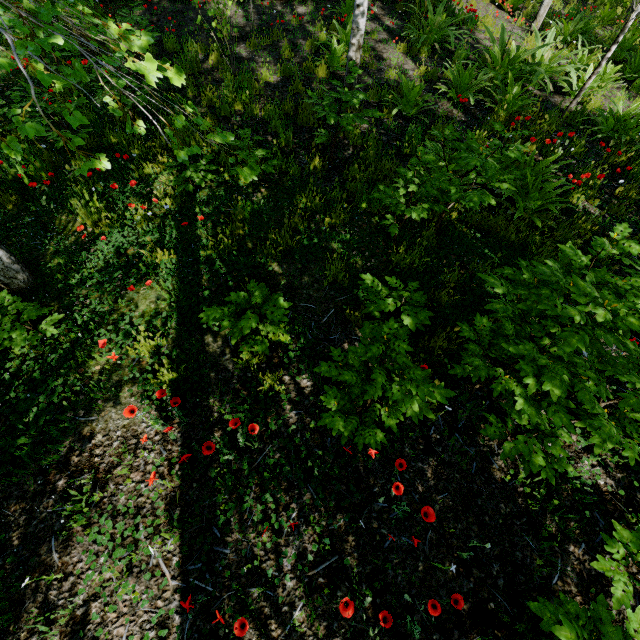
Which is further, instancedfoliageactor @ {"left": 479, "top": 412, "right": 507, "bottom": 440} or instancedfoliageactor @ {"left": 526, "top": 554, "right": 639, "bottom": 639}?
instancedfoliageactor @ {"left": 479, "top": 412, "right": 507, "bottom": 440}

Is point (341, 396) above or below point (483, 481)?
above

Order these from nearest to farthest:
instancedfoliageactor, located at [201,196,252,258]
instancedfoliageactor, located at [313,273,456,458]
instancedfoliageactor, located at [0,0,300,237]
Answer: instancedfoliageactor, located at [0,0,300,237]
instancedfoliageactor, located at [313,273,456,458]
instancedfoliageactor, located at [201,196,252,258]

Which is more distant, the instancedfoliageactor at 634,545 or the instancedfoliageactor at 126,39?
the instancedfoliageactor at 634,545

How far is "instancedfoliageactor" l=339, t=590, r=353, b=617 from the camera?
1.7 meters

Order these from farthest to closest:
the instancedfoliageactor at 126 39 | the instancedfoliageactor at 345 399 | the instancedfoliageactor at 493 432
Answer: the instancedfoliageactor at 493 432 → the instancedfoliageactor at 345 399 → the instancedfoliageactor at 126 39

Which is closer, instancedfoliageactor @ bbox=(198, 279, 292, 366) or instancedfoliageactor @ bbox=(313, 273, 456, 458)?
instancedfoliageactor @ bbox=(313, 273, 456, 458)

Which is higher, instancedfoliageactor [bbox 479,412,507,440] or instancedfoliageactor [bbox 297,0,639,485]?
instancedfoliageactor [bbox 297,0,639,485]
